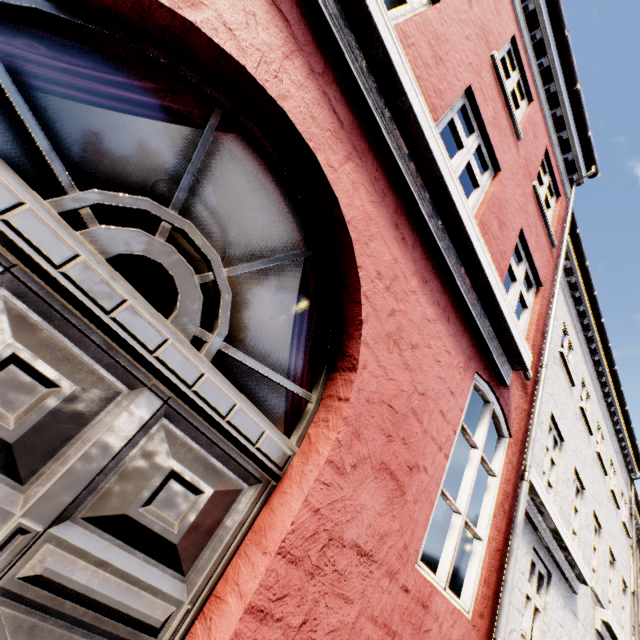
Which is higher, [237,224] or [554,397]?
[554,397]
